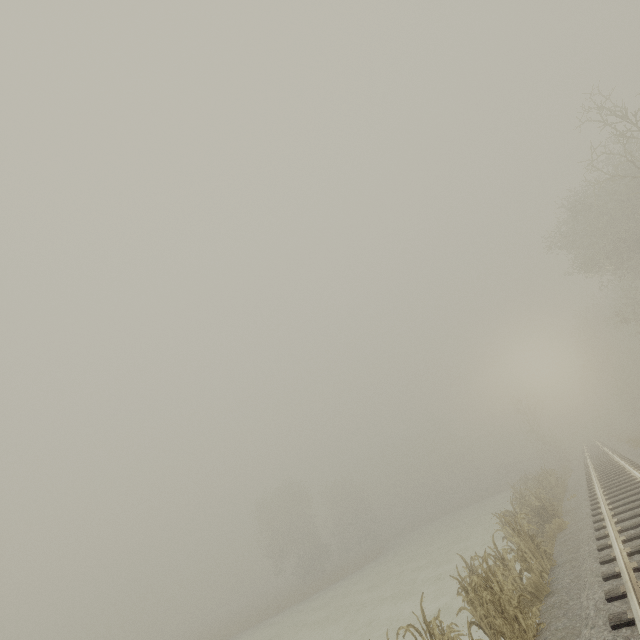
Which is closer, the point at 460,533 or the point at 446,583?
the point at 446,583
